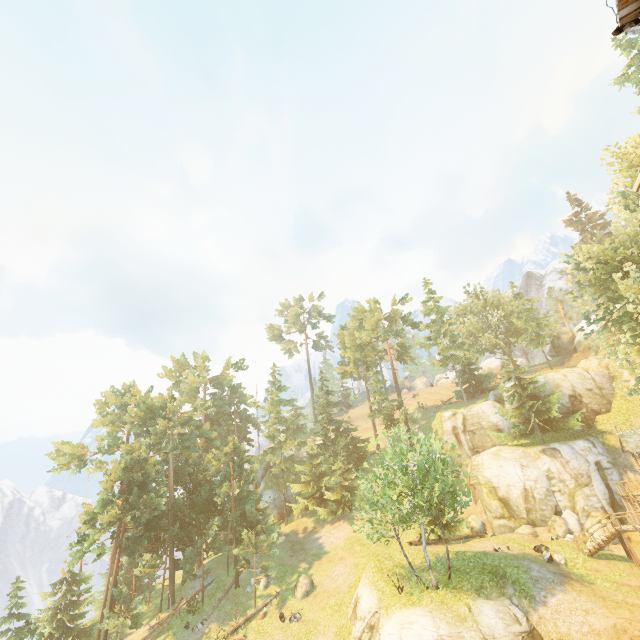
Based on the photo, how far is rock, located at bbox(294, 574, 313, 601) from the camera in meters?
27.9

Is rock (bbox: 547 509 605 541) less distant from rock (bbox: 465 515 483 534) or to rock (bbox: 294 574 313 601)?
rock (bbox: 465 515 483 534)

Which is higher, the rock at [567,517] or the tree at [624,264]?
the tree at [624,264]

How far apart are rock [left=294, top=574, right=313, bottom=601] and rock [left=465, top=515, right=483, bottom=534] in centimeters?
1569cm

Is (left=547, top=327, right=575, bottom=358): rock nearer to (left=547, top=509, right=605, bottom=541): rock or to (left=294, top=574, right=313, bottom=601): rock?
(left=547, top=509, right=605, bottom=541): rock

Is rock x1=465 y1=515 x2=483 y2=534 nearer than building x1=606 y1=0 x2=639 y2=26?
No

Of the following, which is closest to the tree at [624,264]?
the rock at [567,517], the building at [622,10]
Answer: the rock at [567,517]

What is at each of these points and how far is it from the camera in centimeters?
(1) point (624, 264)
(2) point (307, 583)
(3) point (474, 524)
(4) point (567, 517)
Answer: (1) tree, 2802cm
(2) rock, 2838cm
(3) rock, 3192cm
(4) rock, 2838cm
